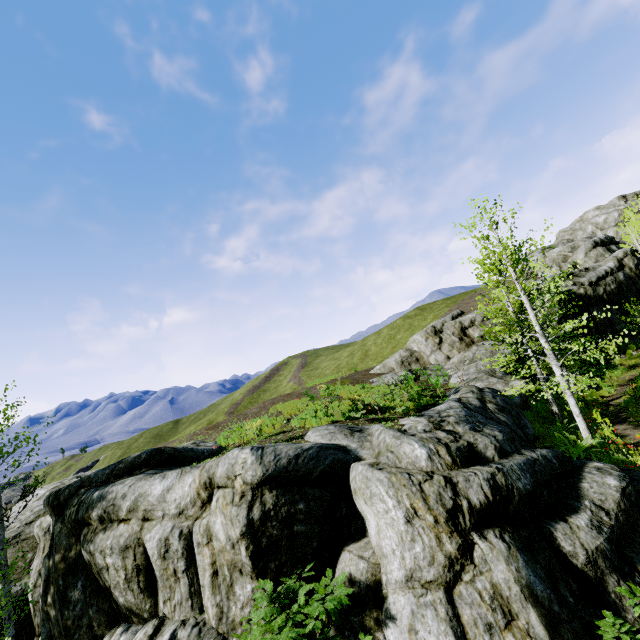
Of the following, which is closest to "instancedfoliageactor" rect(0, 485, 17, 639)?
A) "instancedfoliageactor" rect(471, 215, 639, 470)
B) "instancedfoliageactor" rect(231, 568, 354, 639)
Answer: "instancedfoliageactor" rect(231, 568, 354, 639)

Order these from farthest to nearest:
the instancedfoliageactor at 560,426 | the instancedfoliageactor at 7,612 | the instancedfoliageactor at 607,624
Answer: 1. the instancedfoliageactor at 560,426
2. the instancedfoliageactor at 7,612
3. the instancedfoliageactor at 607,624

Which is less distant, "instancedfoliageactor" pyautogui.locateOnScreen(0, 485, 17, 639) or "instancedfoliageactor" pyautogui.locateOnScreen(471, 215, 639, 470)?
"instancedfoliageactor" pyautogui.locateOnScreen(0, 485, 17, 639)

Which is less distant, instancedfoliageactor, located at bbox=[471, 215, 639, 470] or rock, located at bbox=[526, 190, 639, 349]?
instancedfoliageactor, located at bbox=[471, 215, 639, 470]

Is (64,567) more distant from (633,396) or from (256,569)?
(633,396)

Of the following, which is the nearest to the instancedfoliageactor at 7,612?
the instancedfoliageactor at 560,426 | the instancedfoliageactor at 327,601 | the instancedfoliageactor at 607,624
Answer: the instancedfoliageactor at 327,601

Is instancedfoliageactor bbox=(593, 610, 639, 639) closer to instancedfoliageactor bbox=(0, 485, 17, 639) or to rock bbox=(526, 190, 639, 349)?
rock bbox=(526, 190, 639, 349)

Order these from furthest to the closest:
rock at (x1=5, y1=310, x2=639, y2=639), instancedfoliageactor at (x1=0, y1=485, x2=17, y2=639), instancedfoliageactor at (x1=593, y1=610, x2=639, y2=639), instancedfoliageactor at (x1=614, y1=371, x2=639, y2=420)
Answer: instancedfoliageactor at (x1=614, y1=371, x2=639, y2=420)
instancedfoliageactor at (x1=0, y1=485, x2=17, y2=639)
rock at (x1=5, y1=310, x2=639, y2=639)
instancedfoliageactor at (x1=593, y1=610, x2=639, y2=639)
